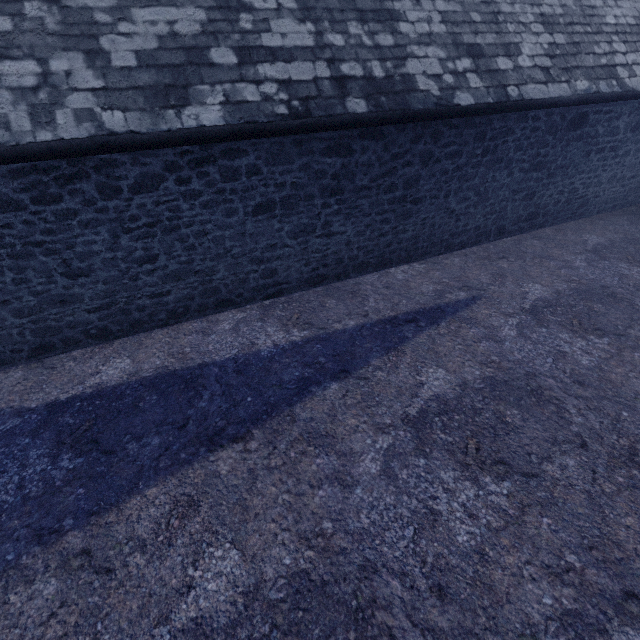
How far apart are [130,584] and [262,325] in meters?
3.6
